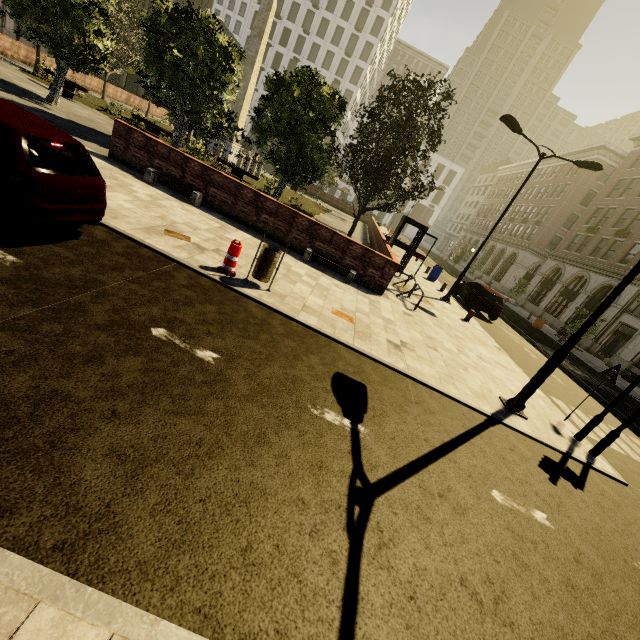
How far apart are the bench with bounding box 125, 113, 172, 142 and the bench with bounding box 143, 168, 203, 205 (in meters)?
10.29

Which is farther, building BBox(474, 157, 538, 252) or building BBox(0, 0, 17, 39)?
building BBox(474, 157, 538, 252)

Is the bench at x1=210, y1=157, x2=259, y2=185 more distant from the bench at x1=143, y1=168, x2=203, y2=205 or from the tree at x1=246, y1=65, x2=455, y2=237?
the bench at x1=143, y1=168, x2=203, y2=205

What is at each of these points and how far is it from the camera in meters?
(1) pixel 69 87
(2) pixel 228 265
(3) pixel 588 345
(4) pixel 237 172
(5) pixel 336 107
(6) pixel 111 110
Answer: (1) bench, 18.6
(2) plastic barricade, 6.5
(3) building, 27.0
(4) bench, 19.1
(5) tree, 13.0
(6) plant, 20.2

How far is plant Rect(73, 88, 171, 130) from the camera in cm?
1969

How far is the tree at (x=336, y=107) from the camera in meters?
12.4

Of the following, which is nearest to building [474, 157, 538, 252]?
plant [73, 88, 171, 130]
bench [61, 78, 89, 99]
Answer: plant [73, 88, 171, 130]

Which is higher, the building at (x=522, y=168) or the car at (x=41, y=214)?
the building at (x=522, y=168)
